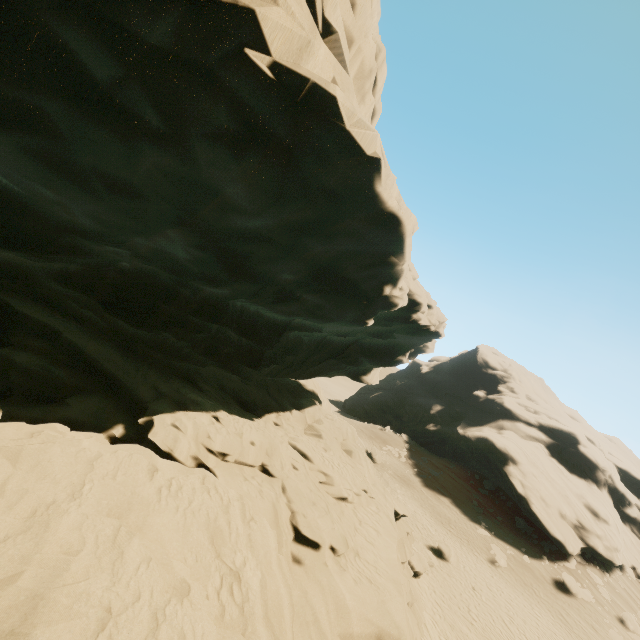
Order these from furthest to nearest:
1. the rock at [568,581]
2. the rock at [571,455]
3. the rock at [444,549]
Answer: the rock at [571,455], the rock at [568,581], the rock at [444,549]

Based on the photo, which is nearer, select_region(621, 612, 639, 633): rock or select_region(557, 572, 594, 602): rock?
select_region(621, 612, 639, 633): rock

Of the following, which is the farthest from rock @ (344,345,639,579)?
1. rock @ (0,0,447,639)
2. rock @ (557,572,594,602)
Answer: rock @ (0,0,447,639)

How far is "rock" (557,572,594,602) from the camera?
25.0m

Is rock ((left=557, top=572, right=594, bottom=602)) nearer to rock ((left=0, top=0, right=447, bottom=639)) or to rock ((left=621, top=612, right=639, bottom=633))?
rock ((left=621, top=612, right=639, bottom=633))

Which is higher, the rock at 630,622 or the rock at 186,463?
the rock at 186,463

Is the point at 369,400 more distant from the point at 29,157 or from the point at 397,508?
the point at 29,157

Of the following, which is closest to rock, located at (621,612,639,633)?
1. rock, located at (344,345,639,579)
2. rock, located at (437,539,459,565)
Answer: rock, located at (344,345,639,579)
